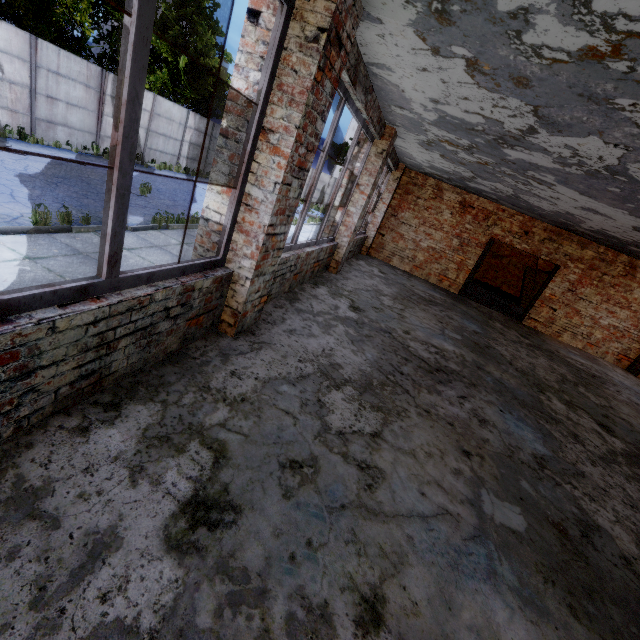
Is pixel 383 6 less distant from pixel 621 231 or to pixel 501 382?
pixel 501 382

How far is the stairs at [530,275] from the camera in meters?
15.9

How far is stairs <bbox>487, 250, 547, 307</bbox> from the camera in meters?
15.9
